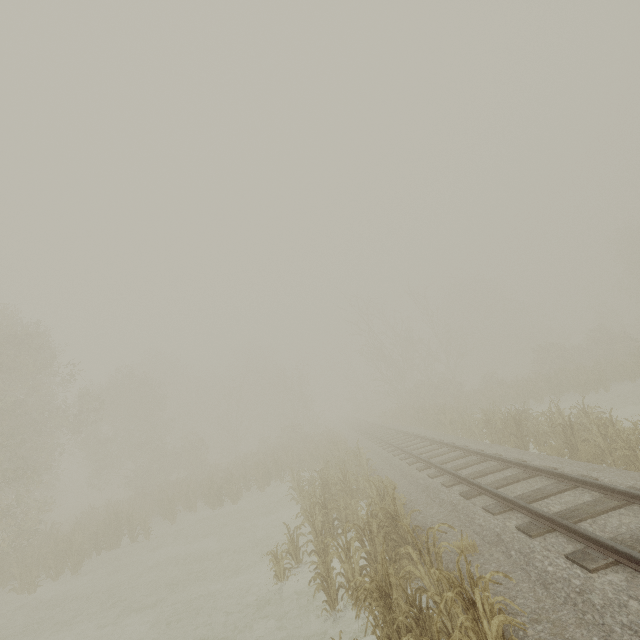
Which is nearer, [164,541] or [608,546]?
[608,546]
